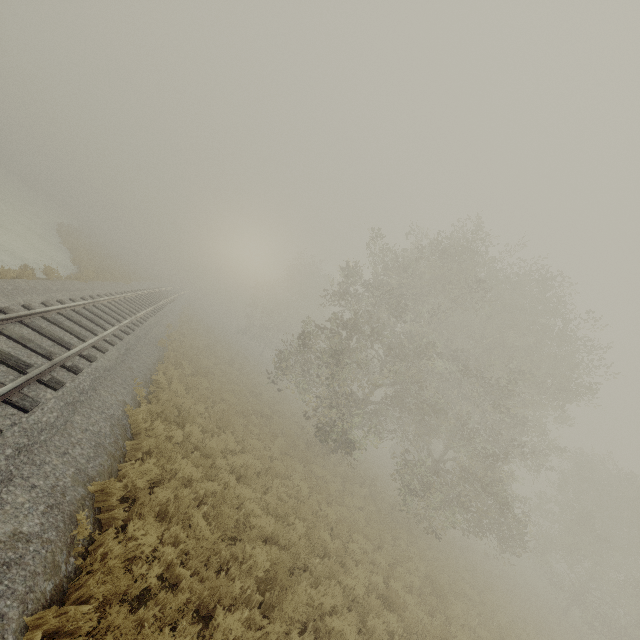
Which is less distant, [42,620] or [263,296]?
[42,620]
